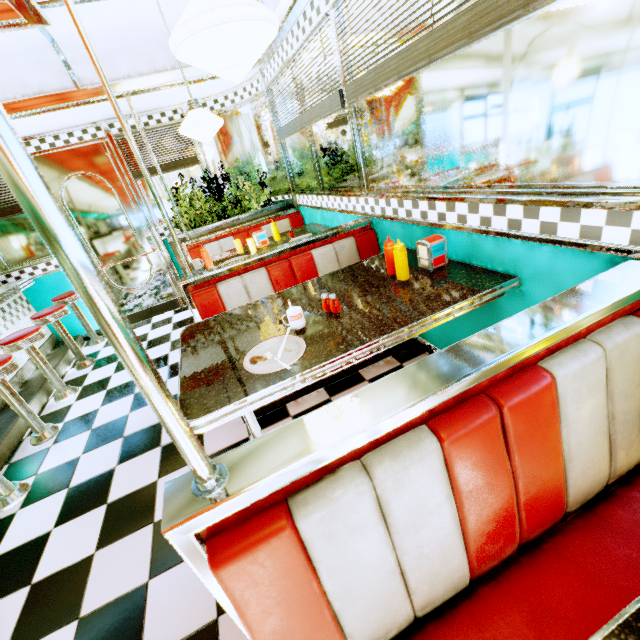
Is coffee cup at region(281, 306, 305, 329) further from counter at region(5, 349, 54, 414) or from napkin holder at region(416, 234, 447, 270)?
counter at region(5, 349, 54, 414)

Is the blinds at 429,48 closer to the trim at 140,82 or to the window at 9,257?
the trim at 140,82

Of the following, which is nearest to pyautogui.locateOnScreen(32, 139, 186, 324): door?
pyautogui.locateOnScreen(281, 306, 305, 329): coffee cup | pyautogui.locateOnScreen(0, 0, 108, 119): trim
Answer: pyautogui.locateOnScreen(0, 0, 108, 119): trim

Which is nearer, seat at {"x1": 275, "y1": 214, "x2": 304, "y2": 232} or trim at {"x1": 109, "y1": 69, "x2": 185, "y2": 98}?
trim at {"x1": 109, "y1": 69, "x2": 185, "y2": 98}

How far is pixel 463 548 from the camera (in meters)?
0.91

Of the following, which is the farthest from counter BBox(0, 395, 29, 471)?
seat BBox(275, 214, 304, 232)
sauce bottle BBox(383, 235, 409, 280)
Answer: sauce bottle BBox(383, 235, 409, 280)

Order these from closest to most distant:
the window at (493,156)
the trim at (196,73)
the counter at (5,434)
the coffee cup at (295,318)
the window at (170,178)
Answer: the window at (493,156)
the coffee cup at (295,318)
the counter at (5,434)
the trim at (196,73)
the window at (170,178)

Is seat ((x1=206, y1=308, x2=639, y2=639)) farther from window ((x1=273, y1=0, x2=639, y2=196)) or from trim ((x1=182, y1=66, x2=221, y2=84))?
trim ((x1=182, y1=66, x2=221, y2=84))
